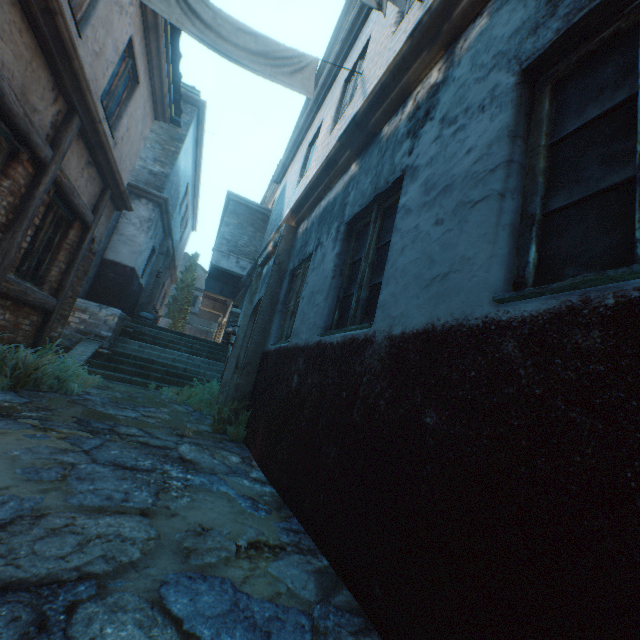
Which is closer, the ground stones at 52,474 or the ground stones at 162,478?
the ground stones at 162,478

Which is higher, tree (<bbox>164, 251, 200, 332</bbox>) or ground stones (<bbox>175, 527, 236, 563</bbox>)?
tree (<bbox>164, 251, 200, 332</bbox>)

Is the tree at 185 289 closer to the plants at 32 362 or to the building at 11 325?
the building at 11 325

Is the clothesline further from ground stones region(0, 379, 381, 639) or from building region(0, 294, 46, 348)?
ground stones region(0, 379, 381, 639)

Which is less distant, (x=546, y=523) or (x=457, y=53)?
(x=546, y=523)

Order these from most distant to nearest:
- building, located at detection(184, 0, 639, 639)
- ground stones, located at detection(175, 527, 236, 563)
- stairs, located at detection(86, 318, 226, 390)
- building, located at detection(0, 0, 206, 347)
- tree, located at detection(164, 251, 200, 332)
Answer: tree, located at detection(164, 251, 200, 332), stairs, located at detection(86, 318, 226, 390), building, located at detection(0, 0, 206, 347), ground stones, located at detection(175, 527, 236, 563), building, located at detection(184, 0, 639, 639)

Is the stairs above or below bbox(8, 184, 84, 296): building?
below

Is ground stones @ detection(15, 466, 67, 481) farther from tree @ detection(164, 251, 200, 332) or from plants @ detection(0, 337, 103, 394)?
tree @ detection(164, 251, 200, 332)
